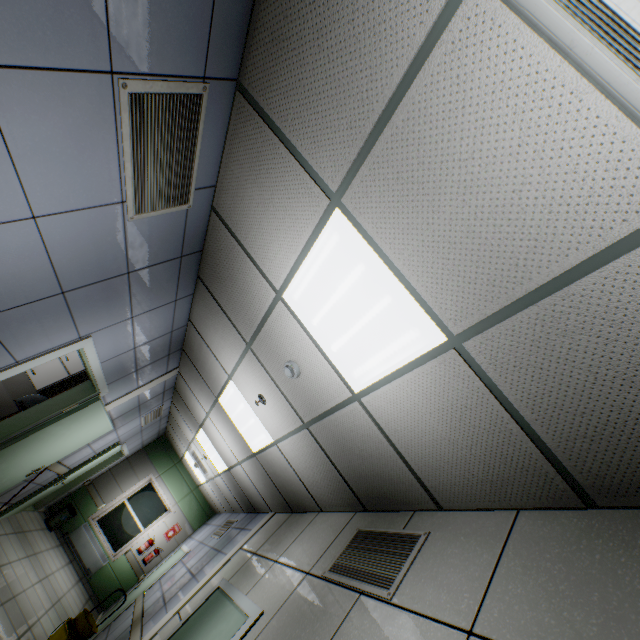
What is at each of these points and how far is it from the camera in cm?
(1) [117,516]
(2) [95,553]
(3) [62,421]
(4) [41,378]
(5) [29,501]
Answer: (1) window, 915
(2) radiator, 843
(3) door, 421
(4) cabinet, 442
(5) door, 598

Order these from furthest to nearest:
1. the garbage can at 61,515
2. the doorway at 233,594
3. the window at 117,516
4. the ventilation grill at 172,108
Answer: the window at 117,516 < the garbage can at 61,515 < the doorway at 233,594 < the ventilation grill at 172,108

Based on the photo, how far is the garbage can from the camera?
8.1 meters

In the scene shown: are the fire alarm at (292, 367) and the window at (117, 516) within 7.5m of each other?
no

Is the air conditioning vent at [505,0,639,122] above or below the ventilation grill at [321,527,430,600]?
above

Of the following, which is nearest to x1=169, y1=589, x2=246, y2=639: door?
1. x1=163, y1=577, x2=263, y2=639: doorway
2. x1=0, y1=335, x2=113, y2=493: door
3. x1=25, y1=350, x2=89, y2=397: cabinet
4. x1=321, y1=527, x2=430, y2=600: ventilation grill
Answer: x1=163, y1=577, x2=263, y2=639: doorway

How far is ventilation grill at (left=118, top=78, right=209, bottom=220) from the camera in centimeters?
171cm

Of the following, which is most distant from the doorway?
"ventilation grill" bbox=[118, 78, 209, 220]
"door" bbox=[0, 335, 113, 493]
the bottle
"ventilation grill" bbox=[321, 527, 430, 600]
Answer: "ventilation grill" bbox=[118, 78, 209, 220]
